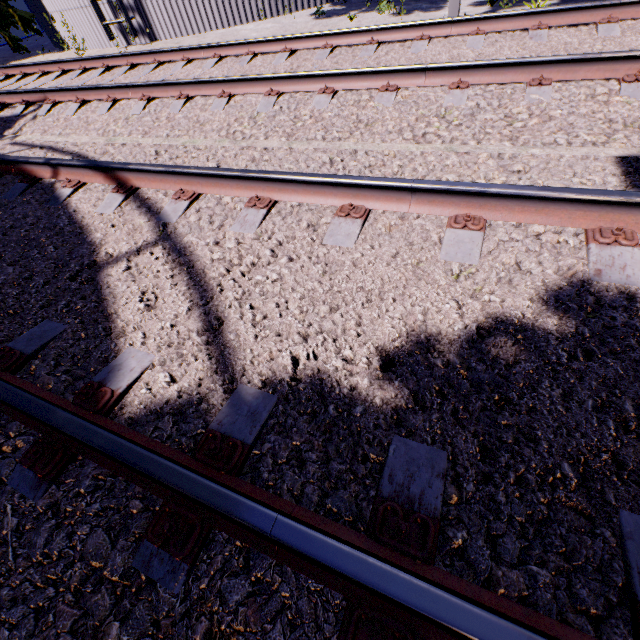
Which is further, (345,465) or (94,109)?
(94,109)

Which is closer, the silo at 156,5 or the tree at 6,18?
the silo at 156,5

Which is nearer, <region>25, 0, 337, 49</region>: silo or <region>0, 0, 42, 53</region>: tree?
<region>25, 0, 337, 49</region>: silo
